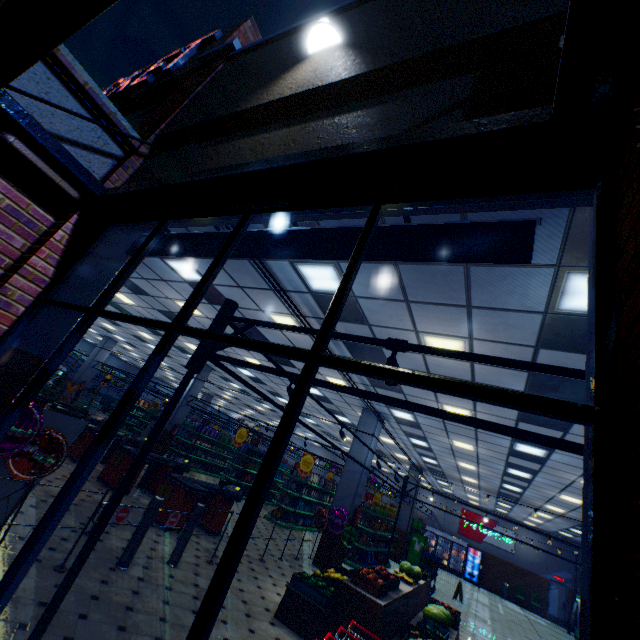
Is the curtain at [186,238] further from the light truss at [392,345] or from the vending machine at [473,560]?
the vending machine at [473,560]

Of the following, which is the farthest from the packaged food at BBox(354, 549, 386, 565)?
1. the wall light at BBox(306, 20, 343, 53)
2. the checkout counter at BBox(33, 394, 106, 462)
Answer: the wall light at BBox(306, 20, 343, 53)

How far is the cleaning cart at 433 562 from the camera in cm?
1348

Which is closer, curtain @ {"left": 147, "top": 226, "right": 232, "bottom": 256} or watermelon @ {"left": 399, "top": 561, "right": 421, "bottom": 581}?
curtain @ {"left": 147, "top": 226, "right": 232, "bottom": 256}

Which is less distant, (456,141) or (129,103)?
(456,141)

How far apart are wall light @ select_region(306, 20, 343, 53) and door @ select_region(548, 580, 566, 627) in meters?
31.4

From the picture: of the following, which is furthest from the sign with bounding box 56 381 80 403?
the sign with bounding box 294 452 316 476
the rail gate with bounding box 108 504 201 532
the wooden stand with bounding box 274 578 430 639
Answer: the wooden stand with bounding box 274 578 430 639

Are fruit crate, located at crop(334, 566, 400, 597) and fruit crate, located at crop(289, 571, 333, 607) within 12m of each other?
yes
